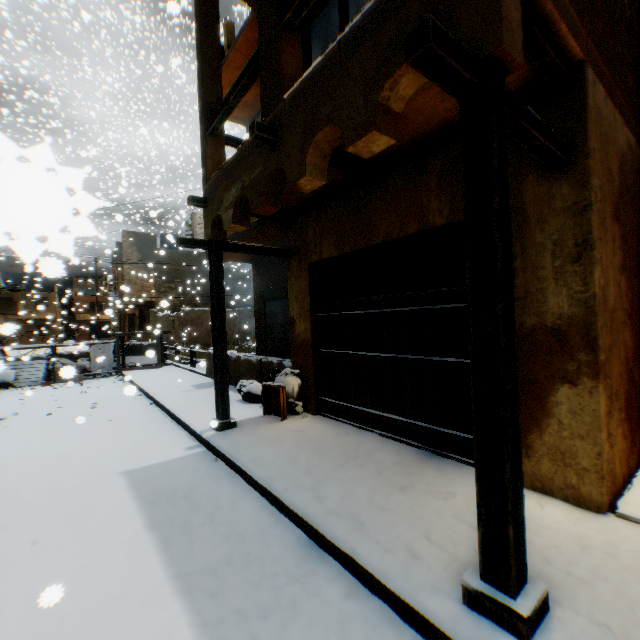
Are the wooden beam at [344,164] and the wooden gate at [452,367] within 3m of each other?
yes

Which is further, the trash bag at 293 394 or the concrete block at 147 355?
the concrete block at 147 355

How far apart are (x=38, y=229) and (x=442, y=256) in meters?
4.2

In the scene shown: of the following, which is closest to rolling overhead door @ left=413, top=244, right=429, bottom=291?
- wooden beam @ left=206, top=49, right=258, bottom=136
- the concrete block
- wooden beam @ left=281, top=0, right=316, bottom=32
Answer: the concrete block

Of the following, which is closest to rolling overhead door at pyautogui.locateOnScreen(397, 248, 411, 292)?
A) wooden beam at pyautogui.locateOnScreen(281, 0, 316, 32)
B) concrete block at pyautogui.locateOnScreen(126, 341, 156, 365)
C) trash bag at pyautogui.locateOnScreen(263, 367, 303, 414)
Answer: trash bag at pyautogui.locateOnScreen(263, 367, 303, 414)

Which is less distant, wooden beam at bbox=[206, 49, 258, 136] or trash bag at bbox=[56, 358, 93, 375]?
wooden beam at bbox=[206, 49, 258, 136]

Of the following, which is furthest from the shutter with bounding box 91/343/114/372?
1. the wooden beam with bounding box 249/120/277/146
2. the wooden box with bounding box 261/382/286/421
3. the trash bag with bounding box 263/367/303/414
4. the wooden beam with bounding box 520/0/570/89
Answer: the wooden beam with bounding box 520/0/570/89

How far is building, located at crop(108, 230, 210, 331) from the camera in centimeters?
2230cm
